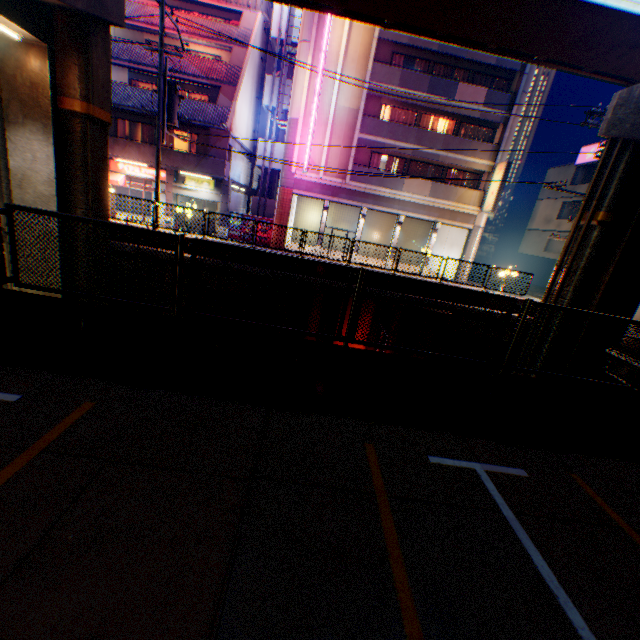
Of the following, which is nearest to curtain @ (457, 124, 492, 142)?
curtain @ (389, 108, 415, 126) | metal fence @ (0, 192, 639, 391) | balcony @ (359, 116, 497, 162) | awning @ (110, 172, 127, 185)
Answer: balcony @ (359, 116, 497, 162)

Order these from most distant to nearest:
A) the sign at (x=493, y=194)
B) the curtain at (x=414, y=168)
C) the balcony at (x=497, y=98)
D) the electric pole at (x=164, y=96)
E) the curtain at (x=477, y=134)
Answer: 1. the curtain at (x=414, y=168)
2. the curtain at (x=477, y=134)
3. the sign at (x=493, y=194)
4. the balcony at (x=497, y=98)
5. the electric pole at (x=164, y=96)

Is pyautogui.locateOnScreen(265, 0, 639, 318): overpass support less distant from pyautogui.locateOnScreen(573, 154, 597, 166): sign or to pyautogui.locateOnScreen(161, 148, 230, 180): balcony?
pyautogui.locateOnScreen(161, 148, 230, 180): balcony

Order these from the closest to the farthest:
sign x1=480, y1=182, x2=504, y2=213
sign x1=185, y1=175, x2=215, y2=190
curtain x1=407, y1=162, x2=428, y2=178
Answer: sign x1=480, y1=182, x2=504, y2=213
sign x1=185, y1=175, x2=215, y2=190
curtain x1=407, y1=162, x2=428, y2=178

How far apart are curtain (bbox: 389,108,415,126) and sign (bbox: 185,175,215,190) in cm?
1353

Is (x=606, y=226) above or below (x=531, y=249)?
above

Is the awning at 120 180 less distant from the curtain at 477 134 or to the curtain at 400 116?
the curtain at 400 116

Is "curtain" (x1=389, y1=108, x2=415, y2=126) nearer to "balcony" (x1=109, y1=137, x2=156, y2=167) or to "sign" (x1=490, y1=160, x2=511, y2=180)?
"sign" (x1=490, y1=160, x2=511, y2=180)
